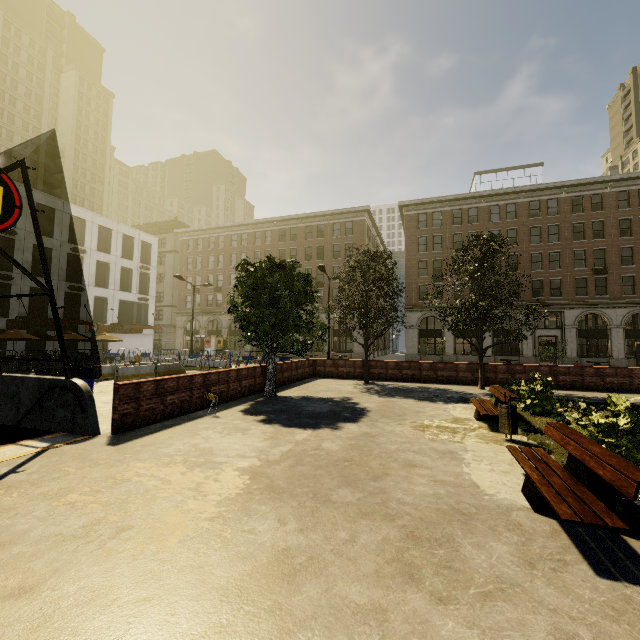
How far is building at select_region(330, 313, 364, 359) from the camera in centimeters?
4100cm

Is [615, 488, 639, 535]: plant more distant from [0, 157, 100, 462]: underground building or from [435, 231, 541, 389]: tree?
[0, 157, 100, 462]: underground building

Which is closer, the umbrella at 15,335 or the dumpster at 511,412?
the dumpster at 511,412

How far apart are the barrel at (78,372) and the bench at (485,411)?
15.03m

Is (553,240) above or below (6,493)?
above

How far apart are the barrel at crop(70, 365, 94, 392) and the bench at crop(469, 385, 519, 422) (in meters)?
15.03

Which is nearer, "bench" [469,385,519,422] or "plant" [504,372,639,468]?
"plant" [504,372,639,468]

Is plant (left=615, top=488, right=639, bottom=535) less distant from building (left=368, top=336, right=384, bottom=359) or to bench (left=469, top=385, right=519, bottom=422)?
bench (left=469, top=385, right=519, bottom=422)
